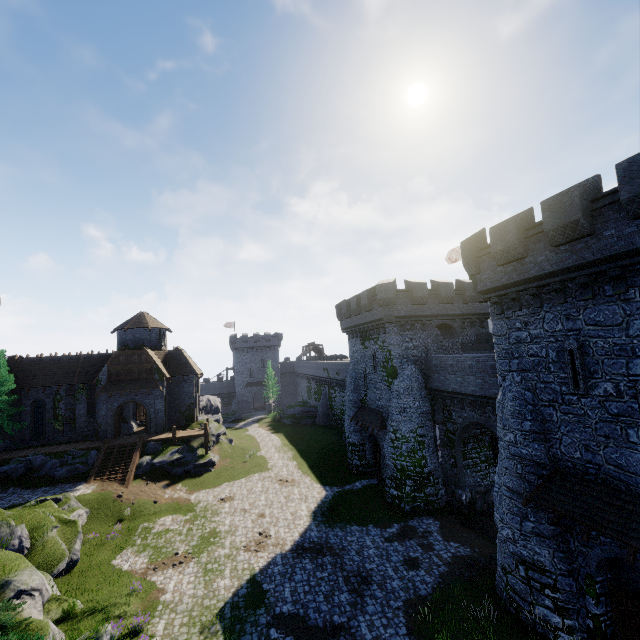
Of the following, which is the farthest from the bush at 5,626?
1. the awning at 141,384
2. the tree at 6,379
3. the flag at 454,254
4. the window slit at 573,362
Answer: the flag at 454,254

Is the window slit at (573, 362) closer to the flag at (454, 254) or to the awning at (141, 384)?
the flag at (454, 254)

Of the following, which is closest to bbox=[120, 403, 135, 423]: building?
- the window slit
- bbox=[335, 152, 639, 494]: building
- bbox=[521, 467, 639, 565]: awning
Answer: bbox=[335, 152, 639, 494]: building

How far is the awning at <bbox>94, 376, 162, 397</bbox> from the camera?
32.8m

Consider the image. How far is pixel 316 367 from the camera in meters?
57.3 m

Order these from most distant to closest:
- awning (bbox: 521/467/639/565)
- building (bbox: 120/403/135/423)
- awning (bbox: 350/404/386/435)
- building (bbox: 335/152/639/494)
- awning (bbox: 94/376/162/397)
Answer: building (bbox: 120/403/135/423)
awning (bbox: 94/376/162/397)
awning (bbox: 350/404/386/435)
building (bbox: 335/152/639/494)
awning (bbox: 521/467/639/565)

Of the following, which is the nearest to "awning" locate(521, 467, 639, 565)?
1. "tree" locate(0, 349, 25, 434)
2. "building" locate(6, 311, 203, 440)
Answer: "building" locate(6, 311, 203, 440)

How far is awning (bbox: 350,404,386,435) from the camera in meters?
26.7
